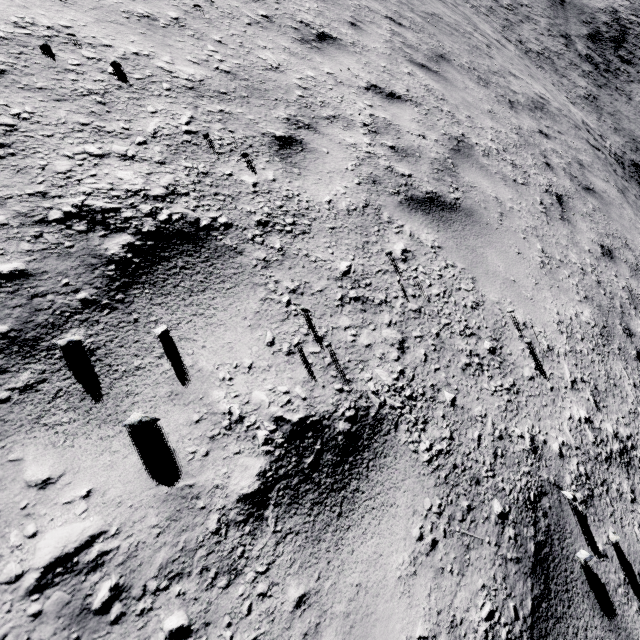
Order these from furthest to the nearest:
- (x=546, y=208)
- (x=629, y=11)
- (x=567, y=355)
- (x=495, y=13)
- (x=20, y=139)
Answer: (x=629, y=11) → (x=495, y=13) → (x=546, y=208) → (x=567, y=355) → (x=20, y=139)
